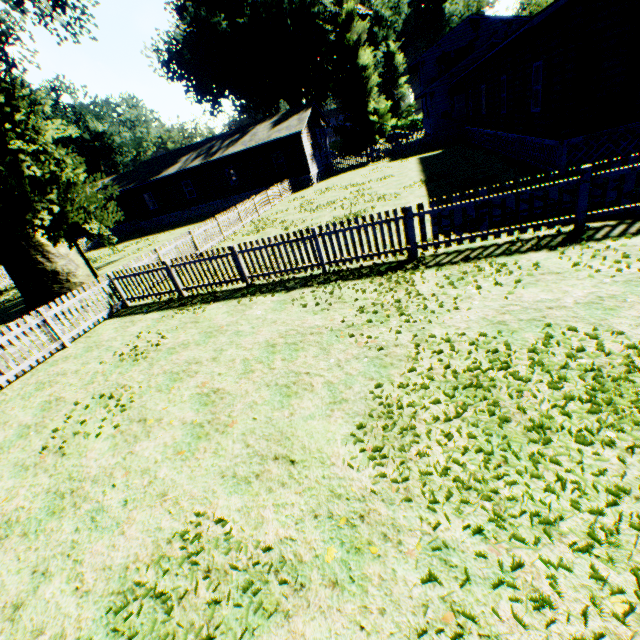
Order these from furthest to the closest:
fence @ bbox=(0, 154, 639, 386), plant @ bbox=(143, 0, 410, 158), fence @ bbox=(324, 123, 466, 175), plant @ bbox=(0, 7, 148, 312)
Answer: plant @ bbox=(143, 0, 410, 158) < fence @ bbox=(324, 123, 466, 175) < plant @ bbox=(0, 7, 148, 312) < fence @ bbox=(0, 154, 639, 386)

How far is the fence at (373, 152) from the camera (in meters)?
29.45

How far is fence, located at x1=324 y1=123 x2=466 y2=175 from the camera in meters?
29.5 m

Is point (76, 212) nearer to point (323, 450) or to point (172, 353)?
point (172, 353)

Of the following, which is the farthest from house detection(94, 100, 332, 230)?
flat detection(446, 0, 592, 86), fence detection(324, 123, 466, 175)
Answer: flat detection(446, 0, 592, 86)

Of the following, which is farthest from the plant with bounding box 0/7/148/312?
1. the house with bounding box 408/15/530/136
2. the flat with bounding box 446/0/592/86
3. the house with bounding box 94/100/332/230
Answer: the flat with bounding box 446/0/592/86

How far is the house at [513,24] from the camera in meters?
28.4
